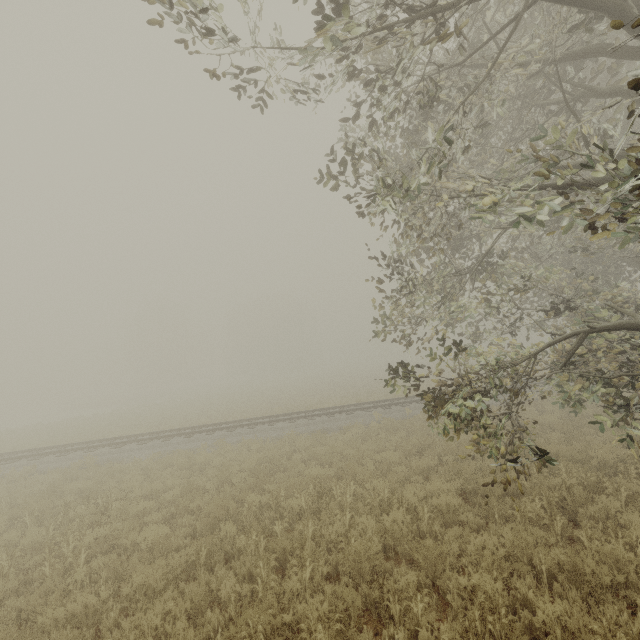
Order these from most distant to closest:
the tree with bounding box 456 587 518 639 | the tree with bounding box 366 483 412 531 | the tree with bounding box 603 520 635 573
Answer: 1. the tree with bounding box 366 483 412 531
2. the tree with bounding box 603 520 635 573
3. the tree with bounding box 456 587 518 639

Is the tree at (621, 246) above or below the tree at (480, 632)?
above

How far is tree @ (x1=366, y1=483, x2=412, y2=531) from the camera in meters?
6.8 m

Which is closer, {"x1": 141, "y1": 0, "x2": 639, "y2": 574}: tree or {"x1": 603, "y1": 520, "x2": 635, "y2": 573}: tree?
{"x1": 141, "y1": 0, "x2": 639, "y2": 574}: tree

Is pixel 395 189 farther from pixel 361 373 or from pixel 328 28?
pixel 361 373

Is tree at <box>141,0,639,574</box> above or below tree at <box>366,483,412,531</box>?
above
